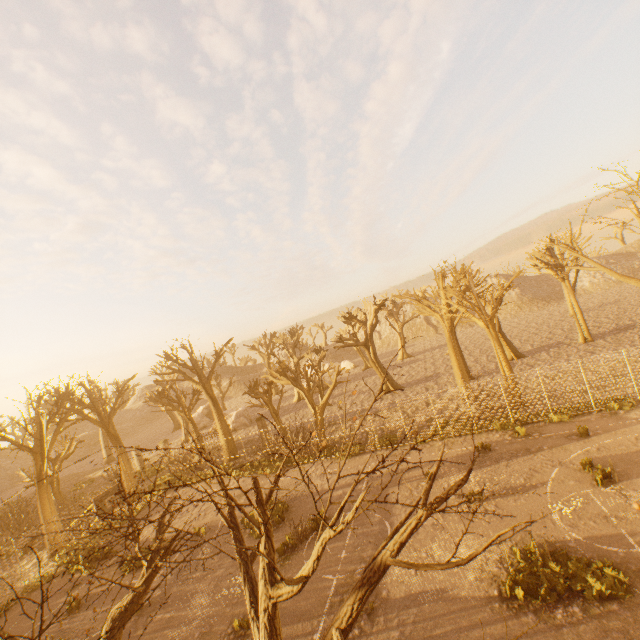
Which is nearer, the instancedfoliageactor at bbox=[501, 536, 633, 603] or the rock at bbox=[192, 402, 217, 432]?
the instancedfoliageactor at bbox=[501, 536, 633, 603]

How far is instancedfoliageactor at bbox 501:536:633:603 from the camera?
8.3 meters

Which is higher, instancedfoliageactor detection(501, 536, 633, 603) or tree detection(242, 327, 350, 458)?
tree detection(242, 327, 350, 458)

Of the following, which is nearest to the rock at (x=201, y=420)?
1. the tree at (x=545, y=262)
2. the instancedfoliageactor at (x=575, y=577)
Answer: the tree at (x=545, y=262)

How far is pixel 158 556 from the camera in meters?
7.1 m

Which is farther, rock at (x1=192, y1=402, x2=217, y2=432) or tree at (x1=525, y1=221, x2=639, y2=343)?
rock at (x1=192, y1=402, x2=217, y2=432)

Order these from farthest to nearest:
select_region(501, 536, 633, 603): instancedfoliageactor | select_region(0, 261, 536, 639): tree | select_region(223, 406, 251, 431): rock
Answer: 1. select_region(223, 406, 251, 431): rock
2. select_region(501, 536, 633, 603): instancedfoliageactor
3. select_region(0, 261, 536, 639): tree

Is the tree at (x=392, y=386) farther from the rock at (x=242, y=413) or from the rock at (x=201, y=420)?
the rock at (x=242, y=413)
